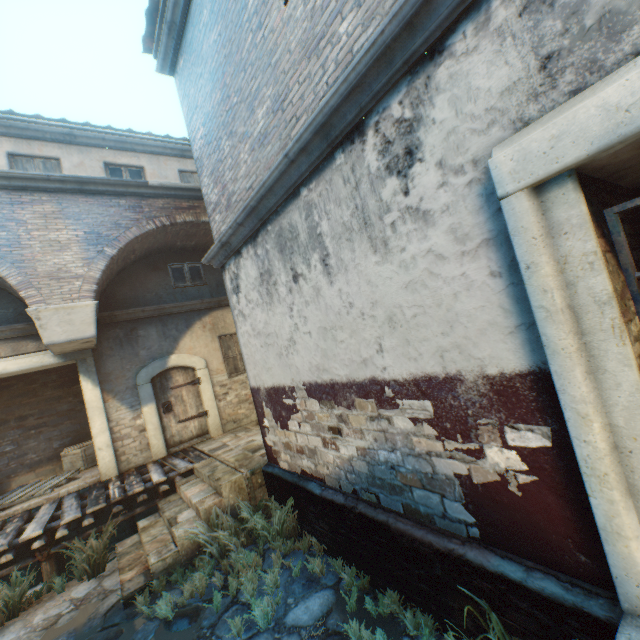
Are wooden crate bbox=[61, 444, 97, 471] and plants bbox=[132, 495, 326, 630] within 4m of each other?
no

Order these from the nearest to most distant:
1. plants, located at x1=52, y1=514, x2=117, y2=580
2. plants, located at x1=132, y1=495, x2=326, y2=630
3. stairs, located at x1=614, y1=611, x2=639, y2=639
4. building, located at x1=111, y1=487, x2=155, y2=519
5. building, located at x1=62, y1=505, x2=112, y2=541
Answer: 1. stairs, located at x1=614, y1=611, x2=639, y2=639
2. plants, located at x1=132, y1=495, x2=326, y2=630
3. plants, located at x1=52, y1=514, x2=117, y2=580
4. building, located at x1=62, y1=505, x2=112, y2=541
5. building, located at x1=111, y1=487, x2=155, y2=519

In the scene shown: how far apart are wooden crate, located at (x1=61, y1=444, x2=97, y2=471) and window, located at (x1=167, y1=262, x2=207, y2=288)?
4.8 meters

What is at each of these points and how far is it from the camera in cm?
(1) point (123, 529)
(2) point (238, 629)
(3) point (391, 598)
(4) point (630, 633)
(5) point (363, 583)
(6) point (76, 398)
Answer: (1) building, 759
(2) plants, 352
(3) plants, 335
(4) stairs, 173
(5) plants, 369
(6) building, 970

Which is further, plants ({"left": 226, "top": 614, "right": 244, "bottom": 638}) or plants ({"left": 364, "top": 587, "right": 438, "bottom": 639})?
plants ({"left": 226, "top": 614, "right": 244, "bottom": 638})

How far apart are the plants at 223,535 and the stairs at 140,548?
0.0m

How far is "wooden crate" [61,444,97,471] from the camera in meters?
8.6

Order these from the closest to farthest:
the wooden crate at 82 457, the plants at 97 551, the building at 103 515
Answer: the plants at 97 551, the building at 103 515, the wooden crate at 82 457
